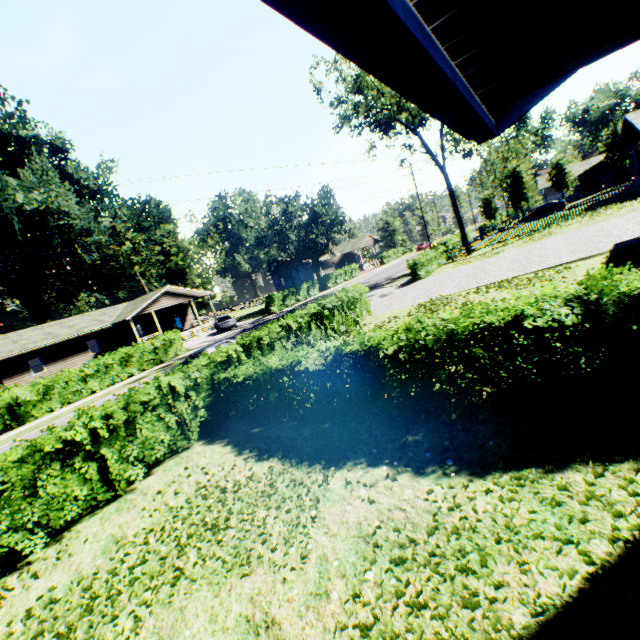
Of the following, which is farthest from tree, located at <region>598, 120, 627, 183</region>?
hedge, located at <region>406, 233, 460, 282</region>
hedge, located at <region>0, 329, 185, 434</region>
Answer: hedge, located at <region>0, 329, 185, 434</region>

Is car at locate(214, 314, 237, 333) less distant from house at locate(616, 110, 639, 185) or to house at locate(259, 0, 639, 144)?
house at locate(259, 0, 639, 144)

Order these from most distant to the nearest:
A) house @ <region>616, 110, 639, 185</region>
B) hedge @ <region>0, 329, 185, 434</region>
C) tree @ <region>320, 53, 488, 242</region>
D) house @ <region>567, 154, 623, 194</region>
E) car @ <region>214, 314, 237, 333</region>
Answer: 1. house @ <region>567, 154, 623, 194</region>
2. car @ <region>214, 314, 237, 333</region>
3. house @ <region>616, 110, 639, 185</region>
4. tree @ <region>320, 53, 488, 242</region>
5. hedge @ <region>0, 329, 185, 434</region>

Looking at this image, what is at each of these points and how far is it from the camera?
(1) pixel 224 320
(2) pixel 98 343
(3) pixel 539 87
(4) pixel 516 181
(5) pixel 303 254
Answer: (1) car, 34.62m
(2) house, 35.31m
(3) house, 2.65m
(4) tree, 46.59m
(5) tree, 45.41m

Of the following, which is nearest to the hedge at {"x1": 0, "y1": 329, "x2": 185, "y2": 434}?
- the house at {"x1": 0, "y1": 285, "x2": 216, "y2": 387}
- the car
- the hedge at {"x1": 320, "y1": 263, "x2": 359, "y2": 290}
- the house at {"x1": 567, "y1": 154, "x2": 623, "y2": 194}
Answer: the car

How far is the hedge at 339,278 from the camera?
45.6 meters

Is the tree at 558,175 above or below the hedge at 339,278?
above

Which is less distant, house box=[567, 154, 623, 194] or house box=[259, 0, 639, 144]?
house box=[259, 0, 639, 144]
